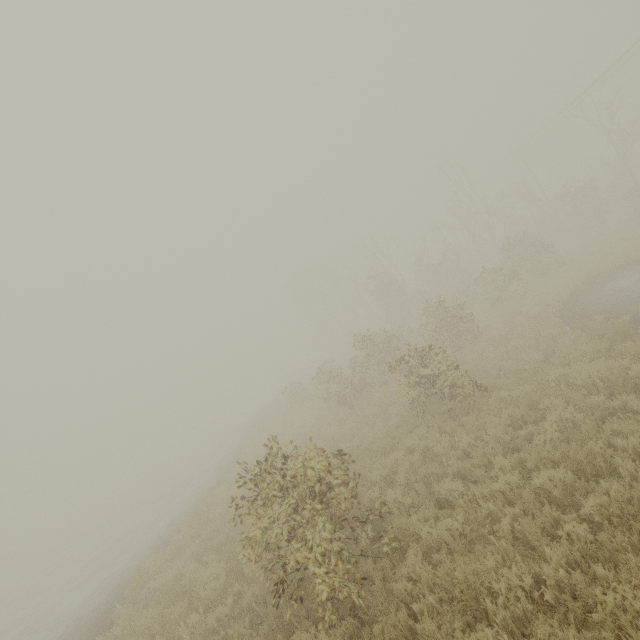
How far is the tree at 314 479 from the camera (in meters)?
4.92

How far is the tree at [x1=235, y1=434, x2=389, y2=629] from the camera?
4.92m

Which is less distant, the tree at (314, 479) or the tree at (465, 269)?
the tree at (314, 479)

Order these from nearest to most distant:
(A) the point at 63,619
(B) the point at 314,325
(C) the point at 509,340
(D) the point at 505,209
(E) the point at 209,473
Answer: (A) the point at 63,619 → (C) the point at 509,340 → (E) the point at 209,473 → (D) the point at 505,209 → (B) the point at 314,325

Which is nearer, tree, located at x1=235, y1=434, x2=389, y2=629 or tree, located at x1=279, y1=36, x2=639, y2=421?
tree, located at x1=235, y1=434, x2=389, y2=629
